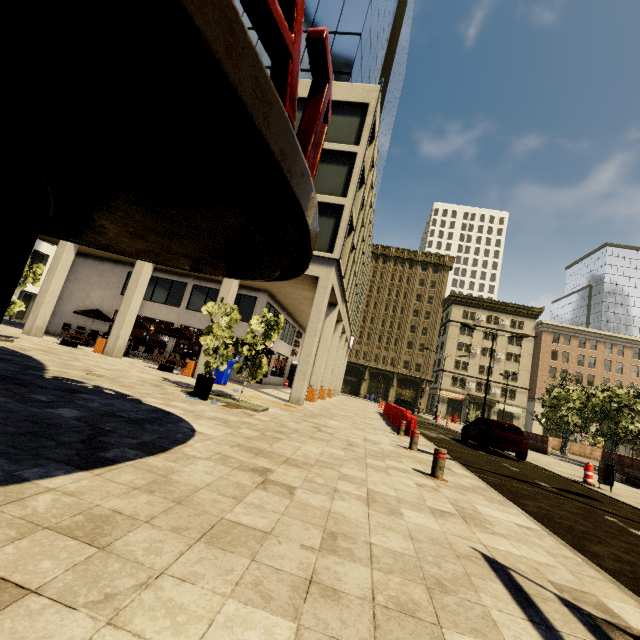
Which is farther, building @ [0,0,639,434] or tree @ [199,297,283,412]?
tree @ [199,297,283,412]

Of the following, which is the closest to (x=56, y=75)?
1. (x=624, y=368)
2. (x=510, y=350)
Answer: (x=510, y=350)

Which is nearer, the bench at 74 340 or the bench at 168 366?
the bench at 168 366

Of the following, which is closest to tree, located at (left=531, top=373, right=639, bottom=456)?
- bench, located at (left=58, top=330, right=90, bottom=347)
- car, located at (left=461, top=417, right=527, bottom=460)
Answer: car, located at (left=461, top=417, right=527, bottom=460)

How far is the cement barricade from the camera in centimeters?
1248cm

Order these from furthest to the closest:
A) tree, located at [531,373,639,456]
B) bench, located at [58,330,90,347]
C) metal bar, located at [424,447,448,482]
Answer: tree, located at [531,373,639,456]
bench, located at [58,330,90,347]
metal bar, located at [424,447,448,482]

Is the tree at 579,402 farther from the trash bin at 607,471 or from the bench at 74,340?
the bench at 74,340

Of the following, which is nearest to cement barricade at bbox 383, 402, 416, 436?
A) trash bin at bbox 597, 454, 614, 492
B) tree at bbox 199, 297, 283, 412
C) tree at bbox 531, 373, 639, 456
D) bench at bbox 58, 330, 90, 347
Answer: trash bin at bbox 597, 454, 614, 492
